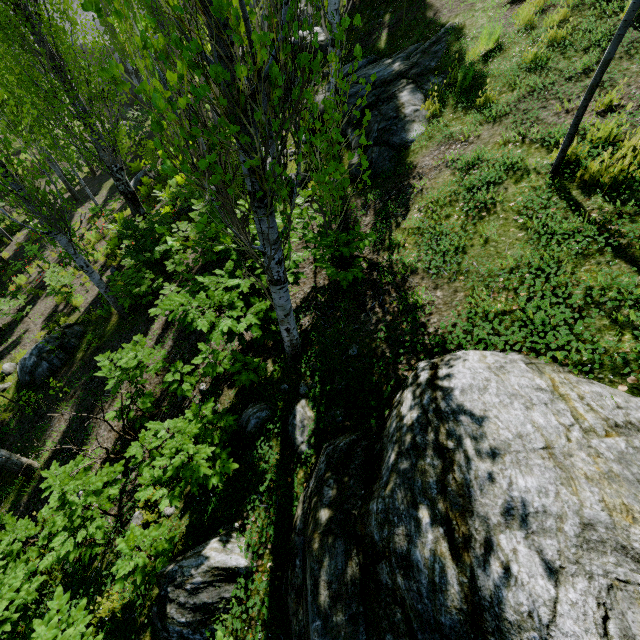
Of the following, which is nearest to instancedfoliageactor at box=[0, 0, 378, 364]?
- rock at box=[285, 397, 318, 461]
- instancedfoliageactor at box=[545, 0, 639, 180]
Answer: rock at box=[285, 397, 318, 461]

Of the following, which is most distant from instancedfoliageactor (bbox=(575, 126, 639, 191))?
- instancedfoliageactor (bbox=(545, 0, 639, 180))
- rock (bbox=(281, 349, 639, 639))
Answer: instancedfoliageactor (bbox=(545, 0, 639, 180))

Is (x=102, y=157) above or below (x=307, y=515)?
below

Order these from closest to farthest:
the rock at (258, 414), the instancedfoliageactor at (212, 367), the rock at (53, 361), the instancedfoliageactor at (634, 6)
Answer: the instancedfoliageactor at (634, 6) < the rock at (258, 414) < the instancedfoliageactor at (212, 367) < the rock at (53, 361)

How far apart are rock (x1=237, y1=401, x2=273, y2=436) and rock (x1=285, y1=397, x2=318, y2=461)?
0.15m

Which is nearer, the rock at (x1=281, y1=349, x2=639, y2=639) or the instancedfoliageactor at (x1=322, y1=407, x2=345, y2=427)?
the rock at (x1=281, y1=349, x2=639, y2=639)

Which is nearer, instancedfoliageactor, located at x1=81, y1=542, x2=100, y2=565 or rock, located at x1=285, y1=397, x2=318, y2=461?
rock, located at x1=285, y1=397, x2=318, y2=461

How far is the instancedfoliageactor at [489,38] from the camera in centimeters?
639cm
